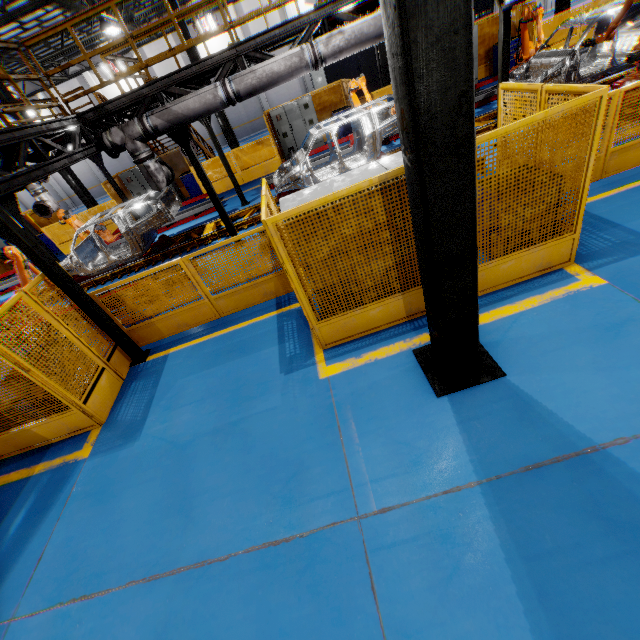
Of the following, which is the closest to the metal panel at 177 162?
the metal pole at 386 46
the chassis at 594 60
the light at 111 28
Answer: the metal pole at 386 46

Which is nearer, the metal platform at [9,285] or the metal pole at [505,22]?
the metal pole at [505,22]

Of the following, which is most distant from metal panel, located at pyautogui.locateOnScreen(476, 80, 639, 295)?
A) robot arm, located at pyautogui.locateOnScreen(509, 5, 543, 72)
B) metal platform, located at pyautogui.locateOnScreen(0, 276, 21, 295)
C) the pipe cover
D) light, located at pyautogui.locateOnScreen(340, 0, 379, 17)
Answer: light, located at pyautogui.locateOnScreen(340, 0, 379, 17)

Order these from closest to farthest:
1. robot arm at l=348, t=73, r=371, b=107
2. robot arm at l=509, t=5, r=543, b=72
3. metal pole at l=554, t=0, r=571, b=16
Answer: robot arm at l=509, t=5, r=543, b=72
robot arm at l=348, t=73, r=371, b=107
metal pole at l=554, t=0, r=571, b=16

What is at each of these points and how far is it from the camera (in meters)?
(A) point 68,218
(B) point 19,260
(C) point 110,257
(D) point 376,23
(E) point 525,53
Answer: (A) robot arm, 11.80
(B) robot arm, 8.80
(C) chassis, 10.38
(D) vent pipe, 6.61
(E) robot arm, 11.45

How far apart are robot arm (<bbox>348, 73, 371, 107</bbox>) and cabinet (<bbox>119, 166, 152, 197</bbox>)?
9.1 meters

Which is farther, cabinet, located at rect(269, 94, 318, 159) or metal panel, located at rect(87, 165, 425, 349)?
cabinet, located at rect(269, 94, 318, 159)

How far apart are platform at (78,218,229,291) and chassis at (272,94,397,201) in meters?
0.0
